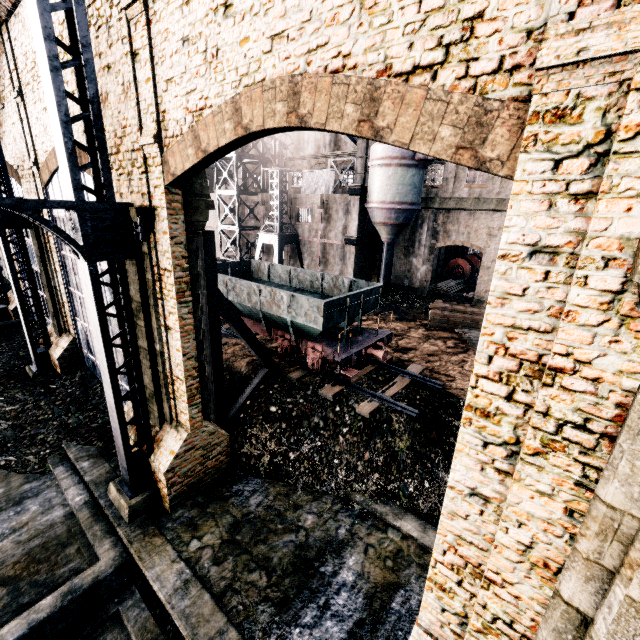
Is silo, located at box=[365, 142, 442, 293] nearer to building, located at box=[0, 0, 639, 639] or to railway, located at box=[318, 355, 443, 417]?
building, located at box=[0, 0, 639, 639]

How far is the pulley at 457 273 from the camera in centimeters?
3812cm

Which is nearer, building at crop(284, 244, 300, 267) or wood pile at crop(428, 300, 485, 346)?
wood pile at crop(428, 300, 485, 346)

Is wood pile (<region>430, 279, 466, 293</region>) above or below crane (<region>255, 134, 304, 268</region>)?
below

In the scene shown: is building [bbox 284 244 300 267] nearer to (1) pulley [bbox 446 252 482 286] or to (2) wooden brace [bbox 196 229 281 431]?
(2) wooden brace [bbox 196 229 281 431]

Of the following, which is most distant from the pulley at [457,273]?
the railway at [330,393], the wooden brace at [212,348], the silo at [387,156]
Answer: the wooden brace at [212,348]

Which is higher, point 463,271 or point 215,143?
point 215,143

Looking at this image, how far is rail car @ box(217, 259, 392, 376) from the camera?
13.9m
